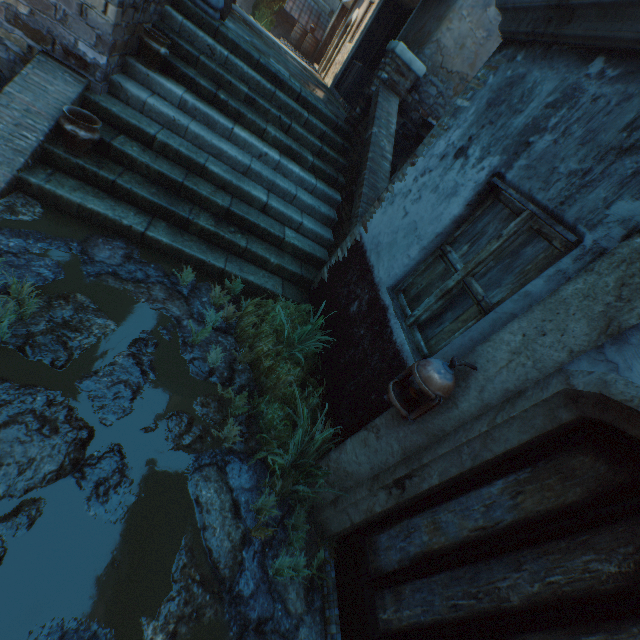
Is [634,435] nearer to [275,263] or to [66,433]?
[66,433]

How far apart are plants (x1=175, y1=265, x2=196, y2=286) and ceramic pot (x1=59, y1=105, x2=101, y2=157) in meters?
1.7

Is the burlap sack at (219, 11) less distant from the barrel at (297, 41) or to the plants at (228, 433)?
the plants at (228, 433)

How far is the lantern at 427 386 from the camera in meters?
1.8 m

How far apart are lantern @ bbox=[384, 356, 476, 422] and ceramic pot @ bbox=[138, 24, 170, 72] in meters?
5.1

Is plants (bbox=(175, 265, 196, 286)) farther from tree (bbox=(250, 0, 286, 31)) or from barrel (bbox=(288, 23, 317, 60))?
barrel (bbox=(288, 23, 317, 60))

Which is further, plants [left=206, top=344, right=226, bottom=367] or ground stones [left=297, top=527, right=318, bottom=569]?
plants [left=206, top=344, right=226, bottom=367]

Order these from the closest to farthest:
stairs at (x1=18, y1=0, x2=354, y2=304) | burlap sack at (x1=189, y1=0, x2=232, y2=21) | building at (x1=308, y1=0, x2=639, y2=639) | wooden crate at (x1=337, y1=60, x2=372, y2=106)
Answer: building at (x1=308, y1=0, x2=639, y2=639) → stairs at (x1=18, y1=0, x2=354, y2=304) → burlap sack at (x1=189, y1=0, x2=232, y2=21) → wooden crate at (x1=337, y1=60, x2=372, y2=106)
